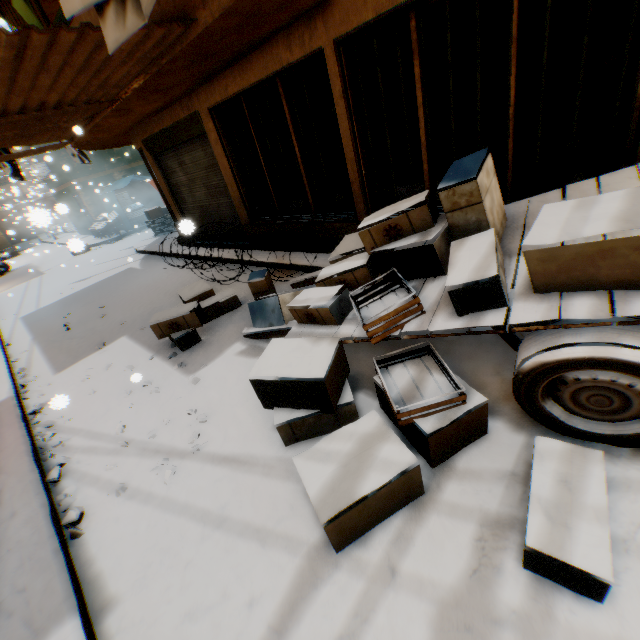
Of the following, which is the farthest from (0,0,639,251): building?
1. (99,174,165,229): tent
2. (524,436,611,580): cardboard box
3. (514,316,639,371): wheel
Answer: (524,436,611,580): cardboard box

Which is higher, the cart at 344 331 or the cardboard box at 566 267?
the cardboard box at 566 267

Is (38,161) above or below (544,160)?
above

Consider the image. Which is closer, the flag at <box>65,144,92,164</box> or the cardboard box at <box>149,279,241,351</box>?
the cardboard box at <box>149,279,241,351</box>

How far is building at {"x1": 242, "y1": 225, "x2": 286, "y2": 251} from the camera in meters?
7.2

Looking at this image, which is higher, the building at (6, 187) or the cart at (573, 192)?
the building at (6, 187)

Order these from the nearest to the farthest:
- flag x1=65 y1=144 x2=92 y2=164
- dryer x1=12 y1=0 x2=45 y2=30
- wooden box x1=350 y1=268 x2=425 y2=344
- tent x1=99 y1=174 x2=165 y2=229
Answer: wooden box x1=350 y1=268 x2=425 y2=344 → dryer x1=12 y1=0 x2=45 y2=30 → flag x1=65 y1=144 x2=92 y2=164 → tent x1=99 y1=174 x2=165 y2=229

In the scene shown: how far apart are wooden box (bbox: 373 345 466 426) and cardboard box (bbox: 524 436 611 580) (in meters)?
0.52
